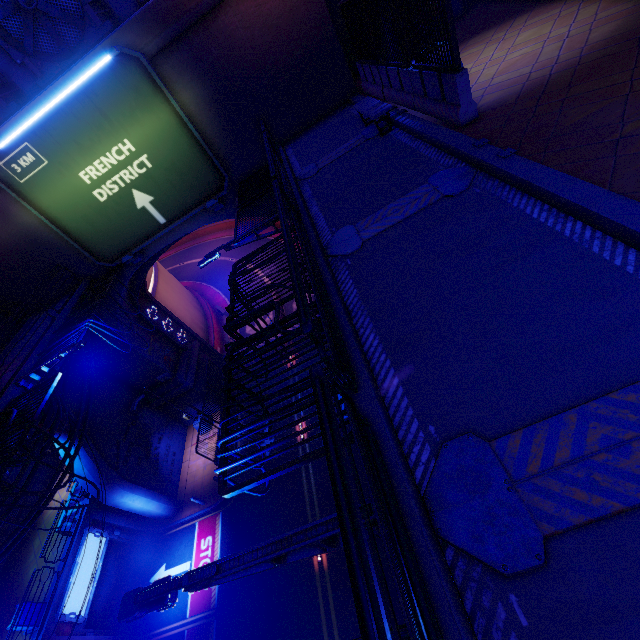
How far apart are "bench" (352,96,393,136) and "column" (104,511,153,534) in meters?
23.1 m

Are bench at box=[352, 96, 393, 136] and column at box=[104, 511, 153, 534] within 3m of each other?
no

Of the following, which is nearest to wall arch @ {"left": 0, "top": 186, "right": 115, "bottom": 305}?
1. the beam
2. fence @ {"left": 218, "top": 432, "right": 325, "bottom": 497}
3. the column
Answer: the column

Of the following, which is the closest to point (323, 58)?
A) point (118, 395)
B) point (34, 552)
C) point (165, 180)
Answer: point (165, 180)

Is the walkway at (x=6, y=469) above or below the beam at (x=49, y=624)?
above

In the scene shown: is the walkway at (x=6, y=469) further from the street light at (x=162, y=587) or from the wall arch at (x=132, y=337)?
the street light at (x=162, y=587)

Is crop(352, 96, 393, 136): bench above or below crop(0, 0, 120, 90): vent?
below

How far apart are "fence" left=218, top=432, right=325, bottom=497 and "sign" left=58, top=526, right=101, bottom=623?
17.5 meters
